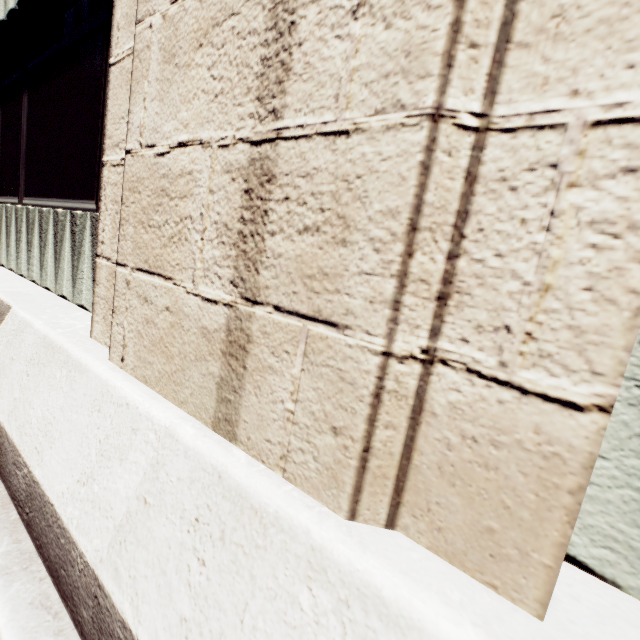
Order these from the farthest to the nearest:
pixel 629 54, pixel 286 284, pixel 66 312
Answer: pixel 66 312, pixel 286 284, pixel 629 54
